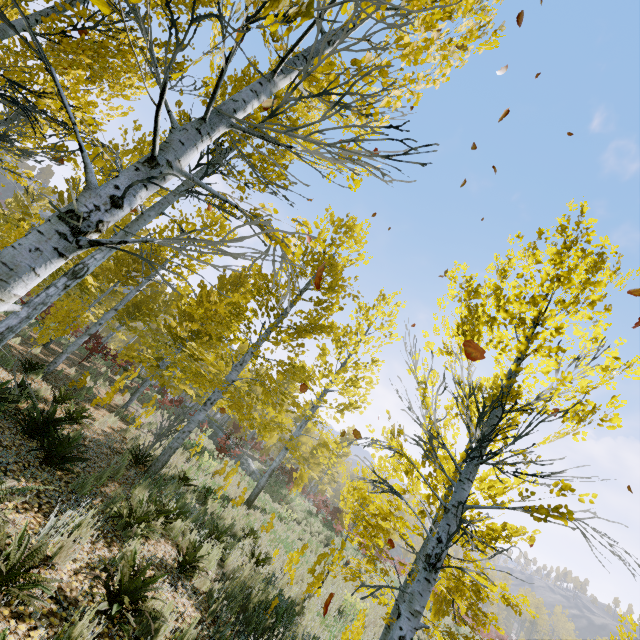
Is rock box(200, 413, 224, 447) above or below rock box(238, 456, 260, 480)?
above

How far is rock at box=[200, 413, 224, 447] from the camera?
22.5 meters

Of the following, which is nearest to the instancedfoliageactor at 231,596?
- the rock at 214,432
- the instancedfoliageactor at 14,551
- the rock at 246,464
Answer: the instancedfoliageactor at 14,551

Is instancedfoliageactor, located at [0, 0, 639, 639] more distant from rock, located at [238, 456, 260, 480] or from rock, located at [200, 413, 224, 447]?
rock, located at [238, 456, 260, 480]

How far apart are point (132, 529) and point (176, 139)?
Result: 5.8 meters

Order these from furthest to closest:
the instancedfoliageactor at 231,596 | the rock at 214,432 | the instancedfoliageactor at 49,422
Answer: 1. the rock at 214,432
2. the instancedfoliageactor at 231,596
3. the instancedfoliageactor at 49,422

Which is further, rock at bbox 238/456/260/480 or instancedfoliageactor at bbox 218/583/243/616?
rock at bbox 238/456/260/480

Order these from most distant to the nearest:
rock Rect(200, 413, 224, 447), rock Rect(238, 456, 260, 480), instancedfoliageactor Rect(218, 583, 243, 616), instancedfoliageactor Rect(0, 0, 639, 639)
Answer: rock Rect(238, 456, 260, 480) < rock Rect(200, 413, 224, 447) < instancedfoliageactor Rect(218, 583, 243, 616) < instancedfoliageactor Rect(0, 0, 639, 639)
